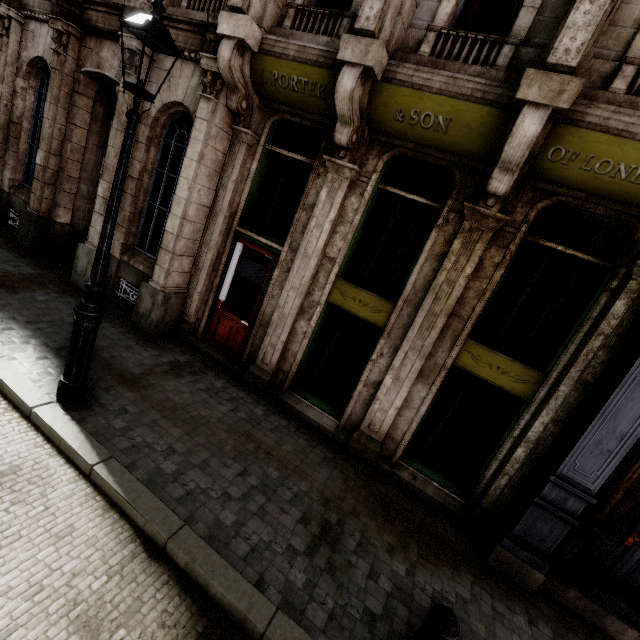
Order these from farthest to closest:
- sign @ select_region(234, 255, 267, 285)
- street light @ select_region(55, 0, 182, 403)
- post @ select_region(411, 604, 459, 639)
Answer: sign @ select_region(234, 255, 267, 285) < street light @ select_region(55, 0, 182, 403) < post @ select_region(411, 604, 459, 639)

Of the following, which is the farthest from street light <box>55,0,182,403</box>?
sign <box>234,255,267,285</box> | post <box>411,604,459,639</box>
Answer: post <box>411,604,459,639</box>

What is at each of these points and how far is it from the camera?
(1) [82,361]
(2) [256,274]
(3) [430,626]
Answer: (1) street light, 4.24m
(2) sign, 6.85m
(3) post, 2.66m

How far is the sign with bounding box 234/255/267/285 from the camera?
6.8m

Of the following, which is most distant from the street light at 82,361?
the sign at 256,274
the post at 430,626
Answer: the post at 430,626

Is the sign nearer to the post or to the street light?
the street light

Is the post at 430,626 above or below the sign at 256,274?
below

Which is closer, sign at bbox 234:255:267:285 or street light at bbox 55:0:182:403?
street light at bbox 55:0:182:403
